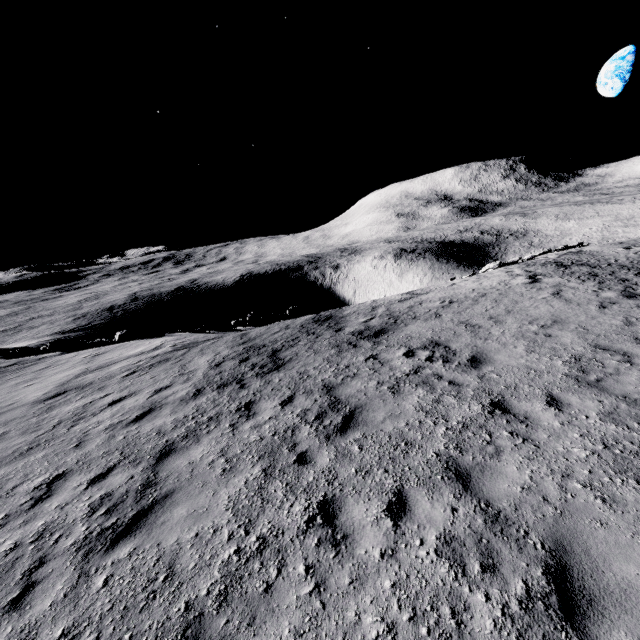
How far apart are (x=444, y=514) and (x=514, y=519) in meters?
0.9

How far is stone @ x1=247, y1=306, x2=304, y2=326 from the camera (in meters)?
20.20

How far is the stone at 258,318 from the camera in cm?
2020

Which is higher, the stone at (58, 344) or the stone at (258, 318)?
the stone at (58, 344)

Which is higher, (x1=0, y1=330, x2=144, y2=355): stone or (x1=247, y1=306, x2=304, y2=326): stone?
(x1=0, y1=330, x2=144, y2=355): stone
